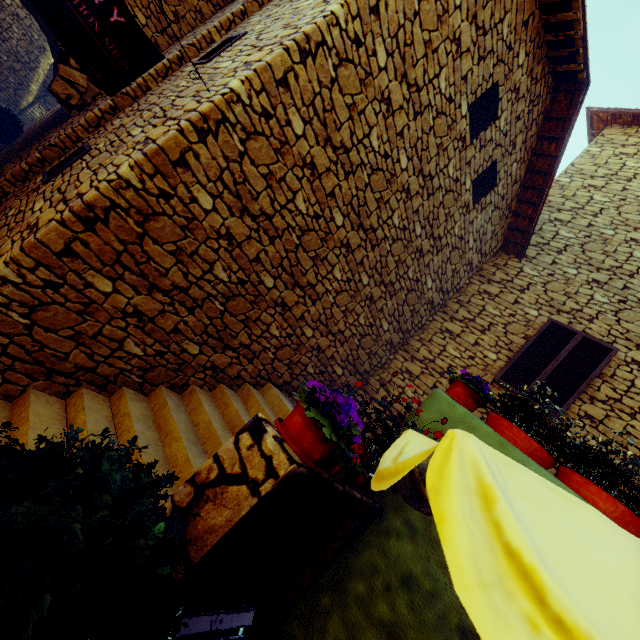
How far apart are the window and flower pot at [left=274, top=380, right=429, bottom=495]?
4.65m

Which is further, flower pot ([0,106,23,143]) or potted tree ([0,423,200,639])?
flower pot ([0,106,23,143])

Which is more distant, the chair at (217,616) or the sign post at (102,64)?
the sign post at (102,64)

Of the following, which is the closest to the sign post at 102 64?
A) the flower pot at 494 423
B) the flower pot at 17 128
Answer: the flower pot at 494 423

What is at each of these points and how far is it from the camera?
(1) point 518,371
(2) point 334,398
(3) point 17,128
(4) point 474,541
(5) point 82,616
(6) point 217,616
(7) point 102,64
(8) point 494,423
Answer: (1) window, 5.8 meters
(2) flower pot, 1.9 meters
(3) flower pot, 8.2 meters
(4) table, 0.7 meters
(5) potted tree, 0.9 meters
(6) chair, 1.7 meters
(7) sign post, 2.5 meters
(8) flower pot, 3.2 meters

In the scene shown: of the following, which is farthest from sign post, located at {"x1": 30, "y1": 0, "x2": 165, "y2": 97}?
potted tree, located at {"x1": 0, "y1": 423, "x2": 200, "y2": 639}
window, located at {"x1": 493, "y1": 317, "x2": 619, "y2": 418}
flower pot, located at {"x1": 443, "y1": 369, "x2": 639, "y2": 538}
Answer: window, located at {"x1": 493, "y1": 317, "x2": 619, "y2": 418}

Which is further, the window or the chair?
the window

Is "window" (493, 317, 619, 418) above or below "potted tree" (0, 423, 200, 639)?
above
